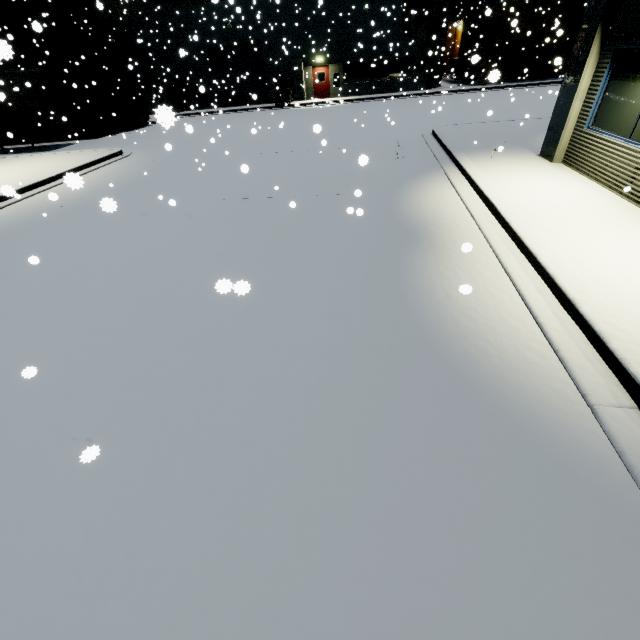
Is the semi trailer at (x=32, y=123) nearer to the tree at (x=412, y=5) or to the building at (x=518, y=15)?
the building at (x=518, y=15)

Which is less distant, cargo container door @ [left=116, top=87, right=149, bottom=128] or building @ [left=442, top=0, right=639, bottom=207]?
building @ [left=442, top=0, right=639, bottom=207]

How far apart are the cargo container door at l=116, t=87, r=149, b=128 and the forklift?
10.5m

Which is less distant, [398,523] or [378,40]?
[398,523]

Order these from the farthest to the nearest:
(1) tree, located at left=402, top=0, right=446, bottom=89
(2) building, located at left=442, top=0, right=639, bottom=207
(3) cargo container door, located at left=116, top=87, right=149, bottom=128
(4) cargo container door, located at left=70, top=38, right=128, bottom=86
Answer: (1) tree, located at left=402, top=0, right=446, bottom=89
(3) cargo container door, located at left=116, top=87, right=149, bottom=128
(4) cargo container door, located at left=70, top=38, right=128, bottom=86
(2) building, located at left=442, top=0, right=639, bottom=207

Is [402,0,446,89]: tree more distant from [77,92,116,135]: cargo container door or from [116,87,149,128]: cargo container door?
[77,92,116,135]: cargo container door

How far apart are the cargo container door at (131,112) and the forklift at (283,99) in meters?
10.5

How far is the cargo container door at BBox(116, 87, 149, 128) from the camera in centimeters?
2382cm
